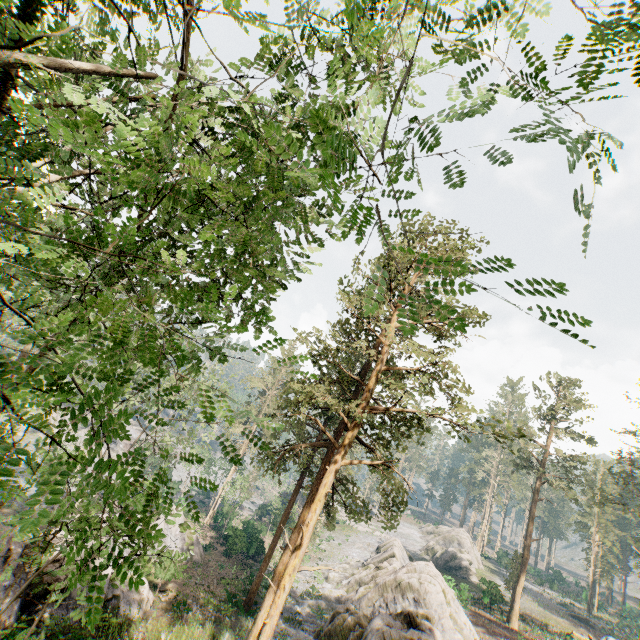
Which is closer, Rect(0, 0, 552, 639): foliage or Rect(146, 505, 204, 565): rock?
Rect(0, 0, 552, 639): foliage

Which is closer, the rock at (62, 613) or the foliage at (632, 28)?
the foliage at (632, 28)

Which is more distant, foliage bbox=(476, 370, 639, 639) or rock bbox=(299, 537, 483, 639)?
foliage bbox=(476, 370, 639, 639)

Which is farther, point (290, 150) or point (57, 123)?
point (290, 150)

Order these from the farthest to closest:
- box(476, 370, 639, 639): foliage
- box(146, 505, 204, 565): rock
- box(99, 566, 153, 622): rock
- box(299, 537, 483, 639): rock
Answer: box(476, 370, 639, 639): foliage
box(146, 505, 204, 565): rock
box(299, 537, 483, 639): rock
box(99, 566, 153, 622): rock

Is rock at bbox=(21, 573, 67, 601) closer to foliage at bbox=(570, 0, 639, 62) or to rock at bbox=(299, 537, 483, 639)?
foliage at bbox=(570, 0, 639, 62)

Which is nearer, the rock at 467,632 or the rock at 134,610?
the rock at 134,610

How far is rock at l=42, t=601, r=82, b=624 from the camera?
14.5m
